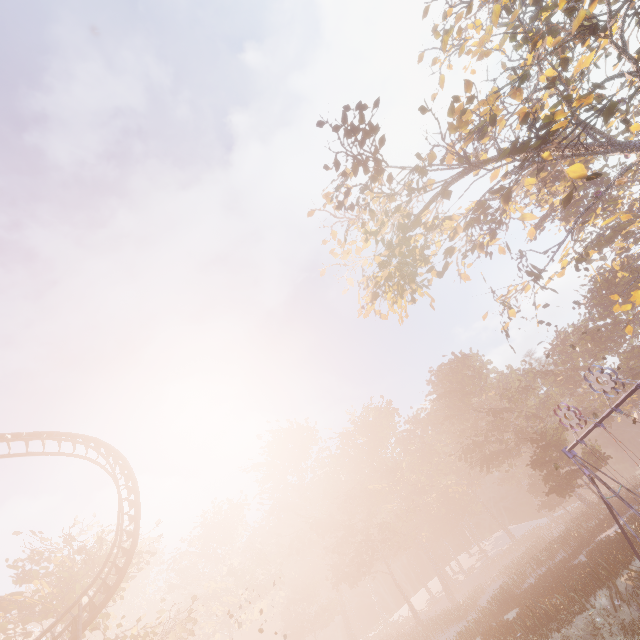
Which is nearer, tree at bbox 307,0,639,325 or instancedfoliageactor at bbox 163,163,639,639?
tree at bbox 307,0,639,325

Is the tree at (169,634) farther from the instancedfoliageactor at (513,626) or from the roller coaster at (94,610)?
the instancedfoliageactor at (513,626)

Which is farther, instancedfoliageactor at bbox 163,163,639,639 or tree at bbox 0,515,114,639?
instancedfoliageactor at bbox 163,163,639,639

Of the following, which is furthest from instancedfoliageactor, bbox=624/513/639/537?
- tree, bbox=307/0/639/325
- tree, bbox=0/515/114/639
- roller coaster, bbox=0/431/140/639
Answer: tree, bbox=307/0/639/325

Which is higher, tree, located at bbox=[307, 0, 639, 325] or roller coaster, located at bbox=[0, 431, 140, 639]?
tree, located at bbox=[307, 0, 639, 325]

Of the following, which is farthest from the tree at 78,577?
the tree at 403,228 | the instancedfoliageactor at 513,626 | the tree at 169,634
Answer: the tree at 403,228

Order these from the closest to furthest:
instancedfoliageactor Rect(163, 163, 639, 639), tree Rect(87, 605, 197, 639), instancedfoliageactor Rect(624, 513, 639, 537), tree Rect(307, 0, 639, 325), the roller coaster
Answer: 1. tree Rect(307, 0, 639, 325)
2. the roller coaster
3. instancedfoliageactor Rect(624, 513, 639, 537)
4. tree Rect(87, 605, 197, 639)
5. instancedfoliageactor Rect(163, 163, 639, 639)

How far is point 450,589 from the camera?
54.19m
